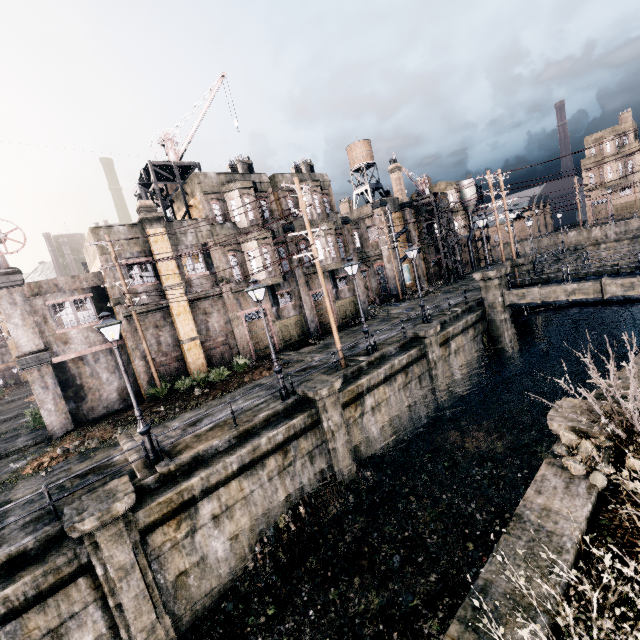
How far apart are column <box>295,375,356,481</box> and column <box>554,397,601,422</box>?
7.9m

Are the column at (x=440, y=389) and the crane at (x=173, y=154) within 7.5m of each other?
no

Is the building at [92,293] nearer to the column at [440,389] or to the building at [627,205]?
the column at [440,389]

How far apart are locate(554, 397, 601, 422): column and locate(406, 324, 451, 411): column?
9.8m

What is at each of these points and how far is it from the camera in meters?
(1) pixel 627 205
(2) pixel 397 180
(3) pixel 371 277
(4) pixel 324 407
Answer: (1) building, 58.0
(2) chimney, 40.0
(3) building, 42.2
(4) column, 14.5

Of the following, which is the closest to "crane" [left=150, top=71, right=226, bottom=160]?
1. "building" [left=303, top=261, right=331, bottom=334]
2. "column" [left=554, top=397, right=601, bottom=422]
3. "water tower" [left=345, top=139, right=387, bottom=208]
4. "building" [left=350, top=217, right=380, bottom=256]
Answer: "building" [left=303, top=261, right=331, bottom=334]

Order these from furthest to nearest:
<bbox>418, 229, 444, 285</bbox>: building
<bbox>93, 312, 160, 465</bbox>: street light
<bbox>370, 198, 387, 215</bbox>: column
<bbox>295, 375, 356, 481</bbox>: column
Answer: <bbox>418, 229, 444, 285</bbox>: building
<bbox>370, 198, 387, 215</bbox>: column
<bbox>295, 375, 356, 481</bbox>: column
<bbox>93, 312, 160, 465</bbox>: street light

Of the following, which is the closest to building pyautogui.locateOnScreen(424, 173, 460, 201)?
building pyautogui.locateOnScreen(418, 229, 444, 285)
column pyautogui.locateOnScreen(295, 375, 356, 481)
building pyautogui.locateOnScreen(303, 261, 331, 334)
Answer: building pyautogui.locateOnScreen(418, 229, 444, 285)
